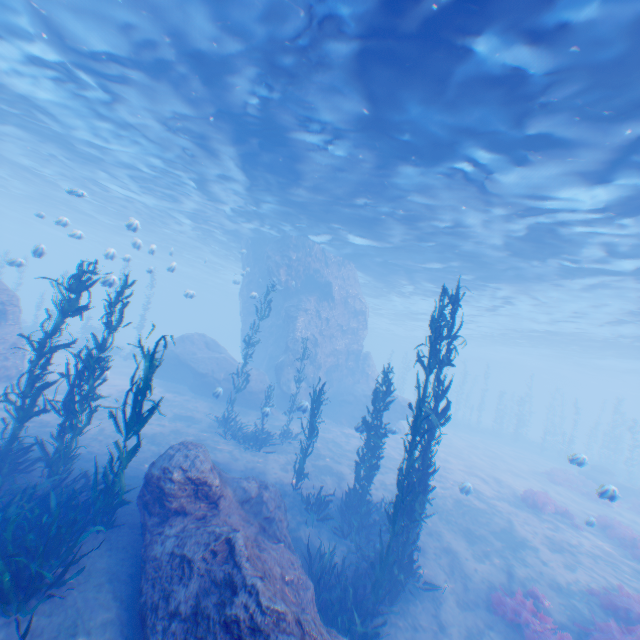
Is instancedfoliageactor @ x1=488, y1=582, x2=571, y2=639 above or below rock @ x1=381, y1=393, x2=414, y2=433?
below

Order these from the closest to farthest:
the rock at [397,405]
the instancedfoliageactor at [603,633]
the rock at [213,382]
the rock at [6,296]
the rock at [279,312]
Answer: the instancedfoliageactor at [603,633] < the rock at [6,296] < the rock at [213,382] < the rock at [279,312] < the rock at [397,405]

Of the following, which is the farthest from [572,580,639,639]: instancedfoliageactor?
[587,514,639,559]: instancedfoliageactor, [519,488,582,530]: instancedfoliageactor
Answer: [519,488,582,530]: instancedfoliageactor

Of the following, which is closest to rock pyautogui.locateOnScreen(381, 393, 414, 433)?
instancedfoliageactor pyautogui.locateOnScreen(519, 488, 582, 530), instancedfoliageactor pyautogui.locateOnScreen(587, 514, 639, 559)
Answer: instancedfoliageactor pyautogui.locateOnScreen(587, 514, 639, 559)

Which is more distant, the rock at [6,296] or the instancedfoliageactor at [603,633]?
the rock at [6,296]

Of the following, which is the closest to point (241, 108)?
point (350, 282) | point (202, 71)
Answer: point (202, 71)

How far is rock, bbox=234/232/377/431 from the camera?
22.1 meters

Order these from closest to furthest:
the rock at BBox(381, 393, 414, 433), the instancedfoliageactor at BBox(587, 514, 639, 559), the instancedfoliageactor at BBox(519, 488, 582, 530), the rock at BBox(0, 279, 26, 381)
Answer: the instancedfoliageactor at BBox(587, 514, 639, 559), the rock at BBox(0, 279, 26, 381), the instancedfoliageactor at BBox(519, 488, 582, 530), the rock at BBox(381, 393, 414, 433)
